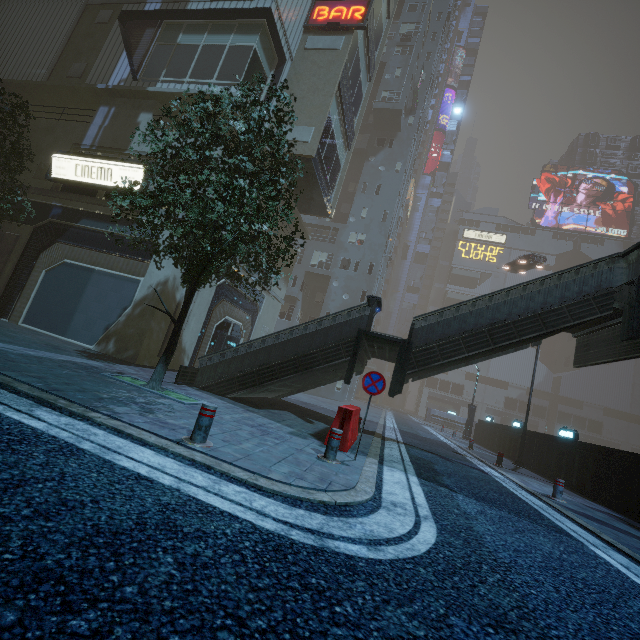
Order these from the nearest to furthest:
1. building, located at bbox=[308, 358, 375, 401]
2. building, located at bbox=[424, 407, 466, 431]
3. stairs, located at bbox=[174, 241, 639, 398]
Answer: stairs, located at bbox=[174, 241, 639, 398] → building, located at bbox=[308, 358, 375, 401] → building, located at bbox=[424, 407, 466, 431]

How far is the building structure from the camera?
16.1 meters

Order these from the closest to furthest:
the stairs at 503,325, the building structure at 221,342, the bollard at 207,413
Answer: the bollard at 207,413 < the stairs at 503,325 < the building structure at 221,342

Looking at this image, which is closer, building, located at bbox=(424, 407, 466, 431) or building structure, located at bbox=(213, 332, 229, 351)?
building structure, located at bbox=(213, 332, 229, 351)

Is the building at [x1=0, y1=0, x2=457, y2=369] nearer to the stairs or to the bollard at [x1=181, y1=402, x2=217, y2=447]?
the stairs

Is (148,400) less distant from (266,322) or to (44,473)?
(44,473)

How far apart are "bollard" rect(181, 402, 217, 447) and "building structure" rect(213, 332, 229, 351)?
10.33m

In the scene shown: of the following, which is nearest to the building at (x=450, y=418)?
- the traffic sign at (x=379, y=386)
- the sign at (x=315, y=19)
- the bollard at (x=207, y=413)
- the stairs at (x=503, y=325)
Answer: the sign at (x=315, y=19)
